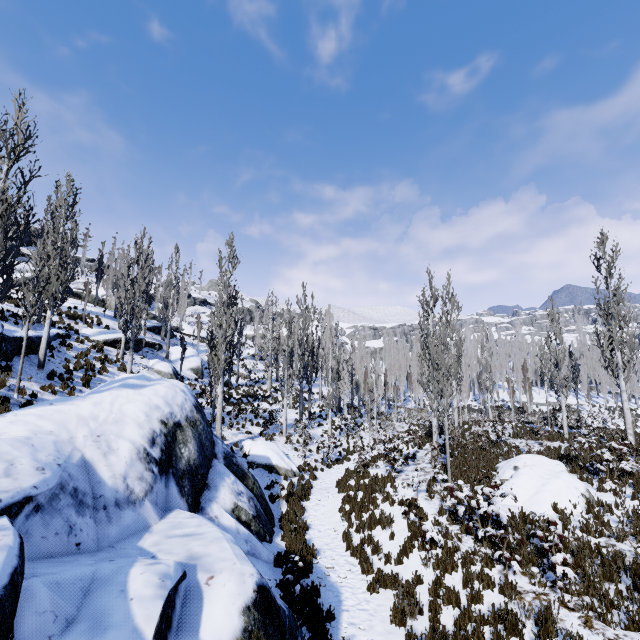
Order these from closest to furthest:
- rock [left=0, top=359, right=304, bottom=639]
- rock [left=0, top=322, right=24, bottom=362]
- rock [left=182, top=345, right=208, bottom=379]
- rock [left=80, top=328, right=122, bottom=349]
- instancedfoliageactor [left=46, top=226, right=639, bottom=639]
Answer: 1. rock [left=0, top=359, right=304, bottom=639]
2. instancedfoliageactor [left=46, top=226, right=639, bottom=639]
3. rock [left=0, top=322, right=24, bottom=362]
4. rock [left=80, top=328, right=122, bottom=349]
5. rock [left=182, top=345, right=208, bottom=379]

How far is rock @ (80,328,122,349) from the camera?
21.7m

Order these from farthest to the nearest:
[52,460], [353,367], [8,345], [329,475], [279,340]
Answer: [353,367], [279,340], [329,475], [8,345], [52,460]

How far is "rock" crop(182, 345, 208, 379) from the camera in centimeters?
2900cm

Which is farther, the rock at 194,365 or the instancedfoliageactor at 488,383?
the rock at 194,365

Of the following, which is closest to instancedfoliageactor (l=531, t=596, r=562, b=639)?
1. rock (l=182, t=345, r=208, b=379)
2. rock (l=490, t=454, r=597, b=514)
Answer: rock (l=182, t=345, r=208, b=379)

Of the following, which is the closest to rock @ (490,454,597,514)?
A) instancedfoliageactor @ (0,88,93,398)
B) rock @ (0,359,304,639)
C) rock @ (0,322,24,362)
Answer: instancedfoliageactor @ (0,88,93,398)

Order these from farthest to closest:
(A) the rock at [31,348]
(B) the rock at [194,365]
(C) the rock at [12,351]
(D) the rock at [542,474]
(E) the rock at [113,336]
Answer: (B) the rock at [194,365] < (E) the rock at [113,336] < (A) the rock at [31,348] < (C) the rock at [12,351] < (D) the rock at [542,474]
